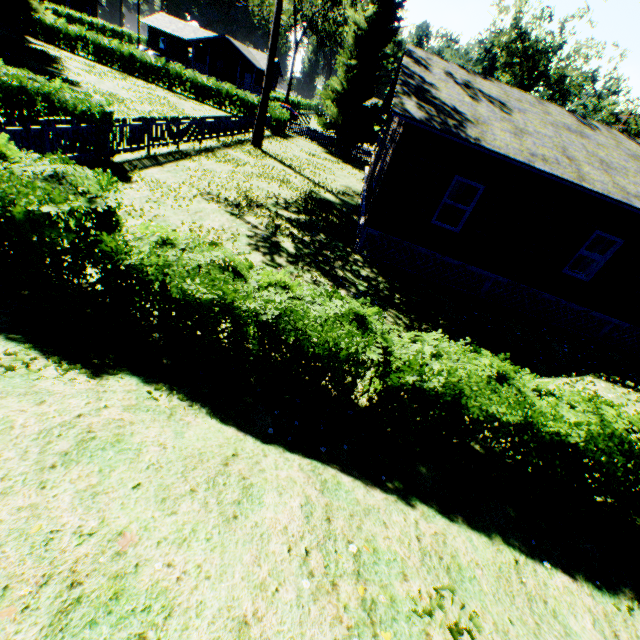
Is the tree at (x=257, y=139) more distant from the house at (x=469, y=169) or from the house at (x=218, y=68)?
the house at (x=218, y=68)

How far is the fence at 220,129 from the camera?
11.8m

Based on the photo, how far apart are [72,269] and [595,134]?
16.9 meters

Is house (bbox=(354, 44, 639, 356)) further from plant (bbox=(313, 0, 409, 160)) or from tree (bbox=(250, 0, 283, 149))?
tree (bbox=(250, 0, 283, 149))

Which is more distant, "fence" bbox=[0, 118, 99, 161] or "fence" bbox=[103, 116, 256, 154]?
"fence" bbox=[103, 116, 256, 154]

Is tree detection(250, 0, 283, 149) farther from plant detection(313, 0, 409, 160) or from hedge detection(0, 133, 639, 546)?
hedge detection(0, 133, 639, 546)

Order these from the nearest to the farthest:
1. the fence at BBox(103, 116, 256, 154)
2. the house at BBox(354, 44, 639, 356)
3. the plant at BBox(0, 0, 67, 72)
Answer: the house at BBox(354, 44, 639, 356)
the fence at BBox(103, 116, 256, 154)
the plant at BBox(0, 0, 67, 72)

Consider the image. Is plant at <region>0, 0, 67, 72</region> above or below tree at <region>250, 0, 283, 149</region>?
above
